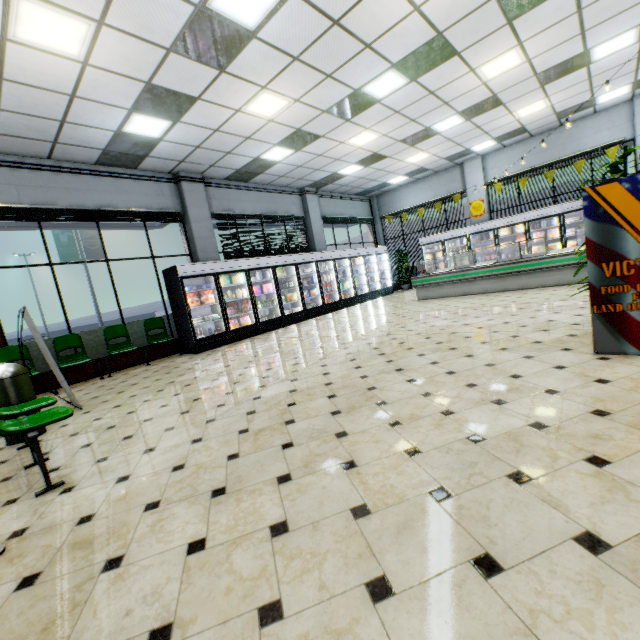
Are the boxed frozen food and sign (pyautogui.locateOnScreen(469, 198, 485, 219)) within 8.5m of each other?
no

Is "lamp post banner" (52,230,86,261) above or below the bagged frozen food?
above

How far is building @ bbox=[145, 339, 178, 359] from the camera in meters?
8.4

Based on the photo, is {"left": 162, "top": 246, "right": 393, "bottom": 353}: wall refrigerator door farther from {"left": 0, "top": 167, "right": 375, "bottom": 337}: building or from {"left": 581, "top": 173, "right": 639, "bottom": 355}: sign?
{"left": 581, "top": 173, "right": 639, "bottom": 355}: sign

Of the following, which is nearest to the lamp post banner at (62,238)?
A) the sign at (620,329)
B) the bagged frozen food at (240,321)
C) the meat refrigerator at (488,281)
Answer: the bagged frozen food at (240,321)

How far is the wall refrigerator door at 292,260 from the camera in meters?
8.3 m

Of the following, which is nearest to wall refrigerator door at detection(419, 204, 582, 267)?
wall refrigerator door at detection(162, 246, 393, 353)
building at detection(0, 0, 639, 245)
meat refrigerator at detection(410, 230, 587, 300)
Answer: building at detection(0, 0, 639, 245)

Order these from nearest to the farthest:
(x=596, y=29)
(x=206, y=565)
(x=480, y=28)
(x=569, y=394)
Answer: (x=206, y=565)
(x=569, y=394)
(x=480, y=28)
(x=596, y=29)
